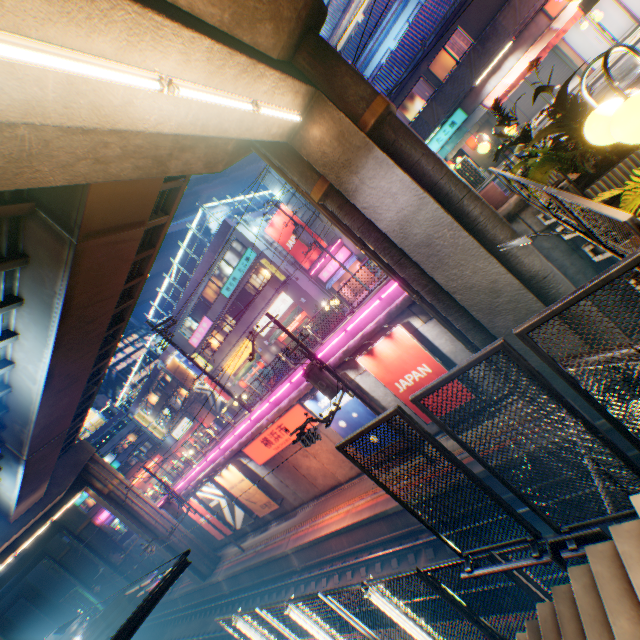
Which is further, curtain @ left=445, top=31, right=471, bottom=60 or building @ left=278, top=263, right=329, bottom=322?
building @ left=278, top=263, right=329, bottom=322

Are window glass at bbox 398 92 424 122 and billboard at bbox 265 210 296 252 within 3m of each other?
no

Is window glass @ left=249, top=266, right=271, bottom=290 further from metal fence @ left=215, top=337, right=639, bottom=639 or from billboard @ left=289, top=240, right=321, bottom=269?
metal fence @ left=215, top=337, right=639, bottom=639

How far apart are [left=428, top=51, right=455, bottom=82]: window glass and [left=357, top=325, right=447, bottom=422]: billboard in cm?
1504

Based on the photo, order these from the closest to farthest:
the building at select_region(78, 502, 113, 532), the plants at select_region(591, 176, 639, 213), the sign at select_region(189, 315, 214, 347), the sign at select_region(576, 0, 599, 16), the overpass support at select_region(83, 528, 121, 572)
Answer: the plants at select_region(591, 176, 639, 213), the sign at select_region(576, 0, 599, 16), the sign at select_region(189, 315, 214, 347), the overpass support at select_region(83, 528, 121, 572), the building at select_region(78, 502, 113, 532)

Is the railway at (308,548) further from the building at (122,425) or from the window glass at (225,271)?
the window glass at (225,271)

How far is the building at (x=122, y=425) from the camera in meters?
54.7 m

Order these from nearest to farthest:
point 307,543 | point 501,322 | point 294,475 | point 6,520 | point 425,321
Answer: point 501,322 → point 425,321 → point 307,543 → point 294,475 → point 6,520
